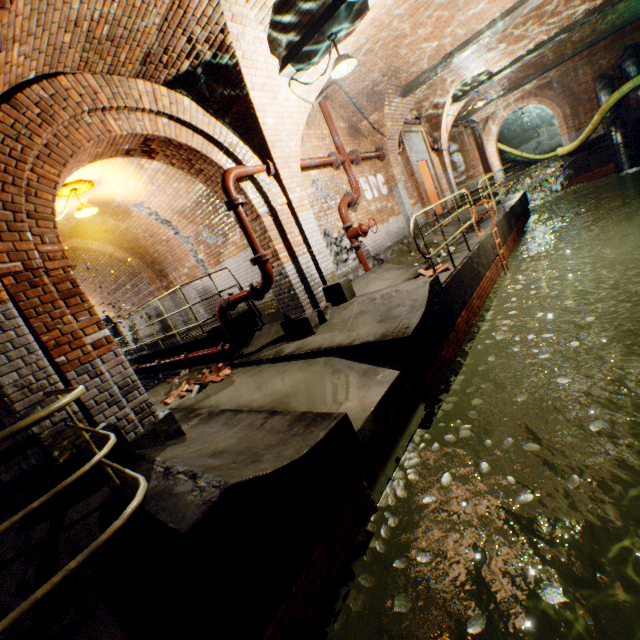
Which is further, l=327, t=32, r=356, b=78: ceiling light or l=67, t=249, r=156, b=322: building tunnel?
l=67, t=249, r=156, b=322: building tunnel

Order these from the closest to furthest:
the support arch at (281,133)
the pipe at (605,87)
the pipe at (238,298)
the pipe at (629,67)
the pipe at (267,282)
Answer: the support arch at (281,133), the pipe at (267,282), the pipe at (238,298), the pipe at (629,67), the pipe at (605,87)

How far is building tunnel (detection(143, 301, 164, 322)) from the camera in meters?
11.7 m

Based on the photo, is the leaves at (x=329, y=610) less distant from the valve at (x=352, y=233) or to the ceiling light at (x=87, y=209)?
the valve at (x=352, y=233)

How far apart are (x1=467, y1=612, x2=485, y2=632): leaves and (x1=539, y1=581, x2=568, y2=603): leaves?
0.42m

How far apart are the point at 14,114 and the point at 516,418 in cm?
1009

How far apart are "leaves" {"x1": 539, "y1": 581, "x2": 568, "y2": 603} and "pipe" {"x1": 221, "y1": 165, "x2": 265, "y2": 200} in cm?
584

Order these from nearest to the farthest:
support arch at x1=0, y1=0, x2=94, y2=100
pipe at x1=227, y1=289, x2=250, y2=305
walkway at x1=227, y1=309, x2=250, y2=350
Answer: support arch at x1=0, y1=0, x2=94, y2=100, pipe at x1=227, y1=289, x2=250, y2=305, walkway at x1=227, y1=309, x2=250, y2=350
